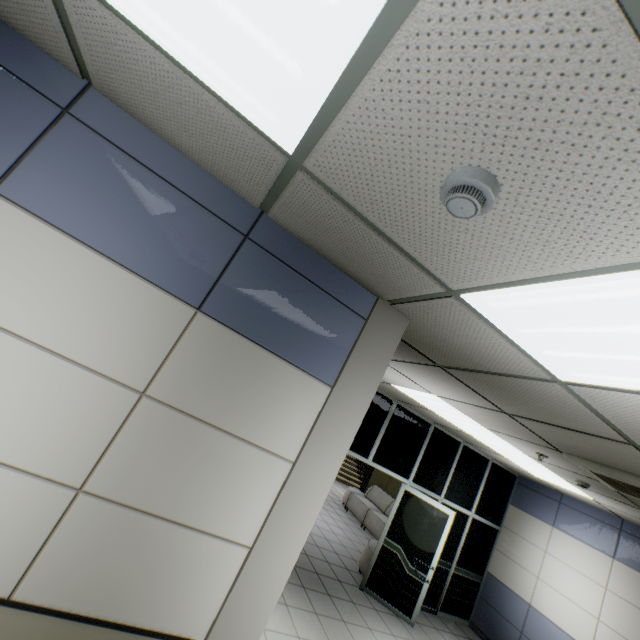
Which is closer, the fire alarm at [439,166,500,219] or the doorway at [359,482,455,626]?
the fire alarm at [439,166,500,219]

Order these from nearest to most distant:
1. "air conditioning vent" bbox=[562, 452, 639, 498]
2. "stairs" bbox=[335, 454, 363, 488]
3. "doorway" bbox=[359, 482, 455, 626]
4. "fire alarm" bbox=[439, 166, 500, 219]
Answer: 1. "fire alarm" bbox=[439, 166, 500, 219]
2. "air conditioning vent" bbox=[562, 452, 639, 498]
3. "doorway" bbox=[359, 482, 455, 626]
4. "stairs" bbox=[335, 454, 363, 488]

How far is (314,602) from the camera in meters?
4.7

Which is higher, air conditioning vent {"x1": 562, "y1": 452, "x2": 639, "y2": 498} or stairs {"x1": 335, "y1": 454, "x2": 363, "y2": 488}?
air conditioning vent {"x1": 562, "y1": 452, "x2": 639, "y2": 498}

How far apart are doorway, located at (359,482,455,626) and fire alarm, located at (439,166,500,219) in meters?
6.4 m

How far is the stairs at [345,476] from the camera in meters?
14.7

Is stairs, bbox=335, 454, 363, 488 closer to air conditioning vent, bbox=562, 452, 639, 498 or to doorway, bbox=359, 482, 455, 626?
doorway, bbox=359, 482, 455, 626

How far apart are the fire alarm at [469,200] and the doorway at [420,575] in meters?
6.4
